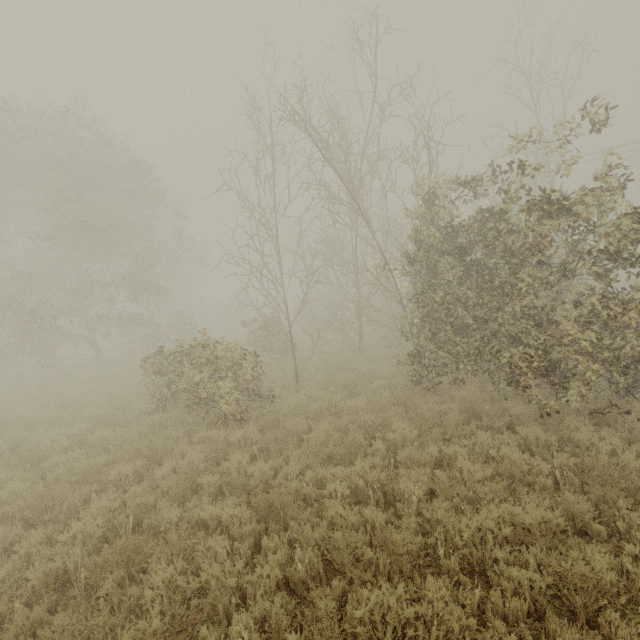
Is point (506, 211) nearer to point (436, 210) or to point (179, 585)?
point (436, 210)
